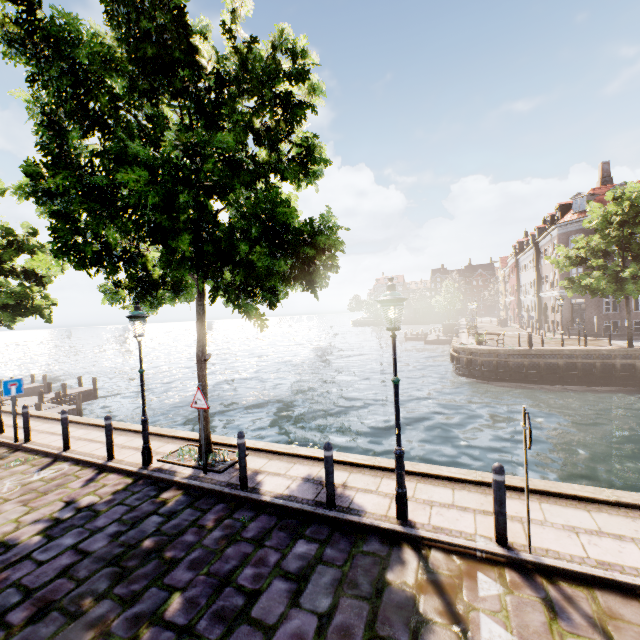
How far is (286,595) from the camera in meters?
4.0 m

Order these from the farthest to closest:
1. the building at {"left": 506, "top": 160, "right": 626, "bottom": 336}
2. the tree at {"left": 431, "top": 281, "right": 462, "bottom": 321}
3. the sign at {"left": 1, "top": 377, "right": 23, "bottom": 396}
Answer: the tree at {"left": 431, "top": 281, "right": 462, "bottom": 321} → the building at {"left": 506, "top": 160, "right": 626, "bottom": 336} → the sign at {"left": 1, "top": 377, "right": 23, "bottom": 396}

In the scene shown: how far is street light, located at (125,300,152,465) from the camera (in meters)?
7.45

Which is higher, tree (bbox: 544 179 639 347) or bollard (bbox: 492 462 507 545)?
tree (bbox: 544 179 639 347)

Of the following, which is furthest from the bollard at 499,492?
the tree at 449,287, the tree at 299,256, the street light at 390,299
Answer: the tree at 449,287

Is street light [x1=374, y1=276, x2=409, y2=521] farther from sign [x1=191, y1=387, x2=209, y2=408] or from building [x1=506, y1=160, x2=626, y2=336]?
building [x1=506, y1=160, x2=626, y2=336]

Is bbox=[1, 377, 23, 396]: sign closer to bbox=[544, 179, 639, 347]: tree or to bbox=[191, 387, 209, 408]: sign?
bbox=[544, 179, 639, 347]: tree

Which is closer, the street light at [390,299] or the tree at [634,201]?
the street light at [390,299]
